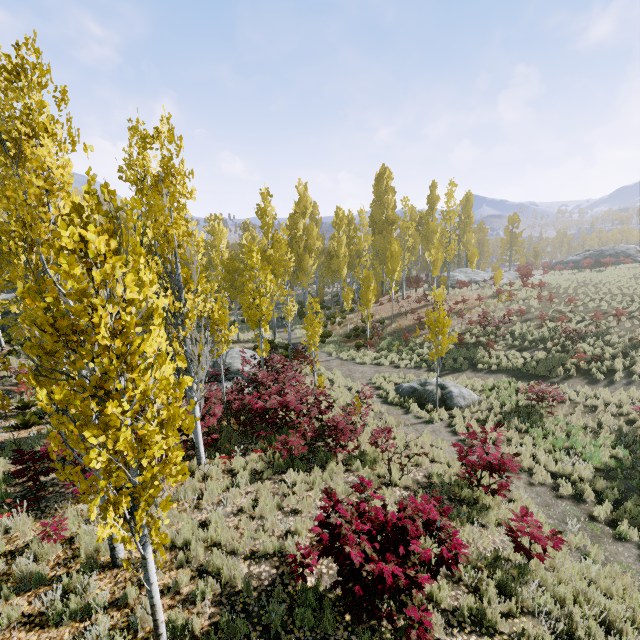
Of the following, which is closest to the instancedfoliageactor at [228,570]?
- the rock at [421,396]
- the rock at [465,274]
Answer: the rock at [465,274]

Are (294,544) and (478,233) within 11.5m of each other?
no

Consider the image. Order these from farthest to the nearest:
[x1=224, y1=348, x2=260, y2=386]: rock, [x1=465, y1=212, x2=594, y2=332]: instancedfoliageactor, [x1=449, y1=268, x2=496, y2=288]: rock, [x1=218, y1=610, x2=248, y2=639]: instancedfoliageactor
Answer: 1. [x1=449, y1=268, x2=496, y2=288]: rock
2. [x1=465, y1=212, x2=594, y2=332]: instancedfoliageactor
3. [x1=224, y1=348, x2=260, y2=386]: rock
4. [x1=218, y1=610, x2=248, y2=639]: instancedfoliageactor

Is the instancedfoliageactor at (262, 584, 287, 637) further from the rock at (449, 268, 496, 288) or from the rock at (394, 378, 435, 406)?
the rock at (394, 378, 435, 406)

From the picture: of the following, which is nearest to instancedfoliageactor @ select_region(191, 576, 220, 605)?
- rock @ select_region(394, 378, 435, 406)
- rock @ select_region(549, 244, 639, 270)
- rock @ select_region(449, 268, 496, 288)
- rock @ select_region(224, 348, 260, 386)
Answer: rock @ select_region(449, 268, 496, 288)

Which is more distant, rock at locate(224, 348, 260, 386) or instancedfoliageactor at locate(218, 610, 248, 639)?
rock at locate(224, 348, 260, 386)

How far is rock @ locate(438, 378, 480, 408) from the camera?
14.0 meters

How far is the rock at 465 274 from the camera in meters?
33.6
